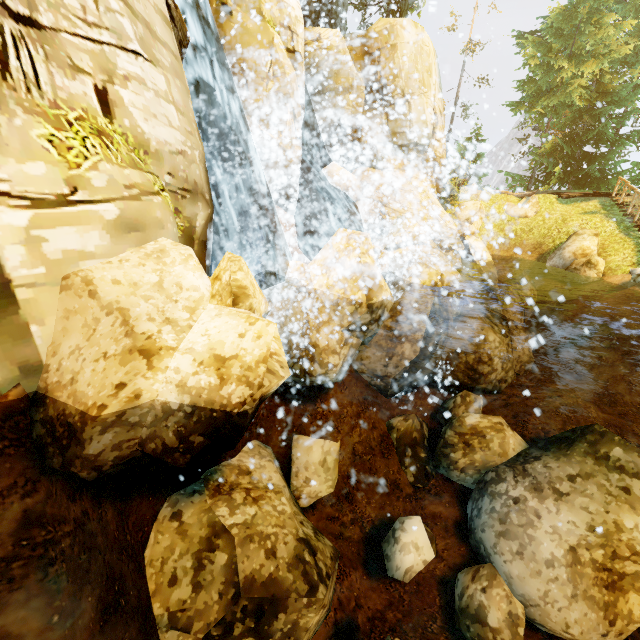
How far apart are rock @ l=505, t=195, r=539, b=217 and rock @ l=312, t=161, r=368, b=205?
10.8 meters

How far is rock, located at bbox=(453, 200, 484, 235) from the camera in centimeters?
1883cm

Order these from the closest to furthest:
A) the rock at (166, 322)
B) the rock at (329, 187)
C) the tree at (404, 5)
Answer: the rock at (166, 322), the rock at (329, 187), the tree at (404, 5)

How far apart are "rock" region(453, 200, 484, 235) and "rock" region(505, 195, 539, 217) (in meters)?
1.16

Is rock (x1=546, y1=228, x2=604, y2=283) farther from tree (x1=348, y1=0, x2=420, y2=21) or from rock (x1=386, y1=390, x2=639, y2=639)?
tree (x1=348, y1=0, x2=420, y2=21)

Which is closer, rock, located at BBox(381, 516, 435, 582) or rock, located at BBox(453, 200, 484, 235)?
rock, located at BBox(381, 516, 435, 582)

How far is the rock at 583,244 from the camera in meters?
14.4

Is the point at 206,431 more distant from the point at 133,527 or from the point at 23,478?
the point at 133,527
